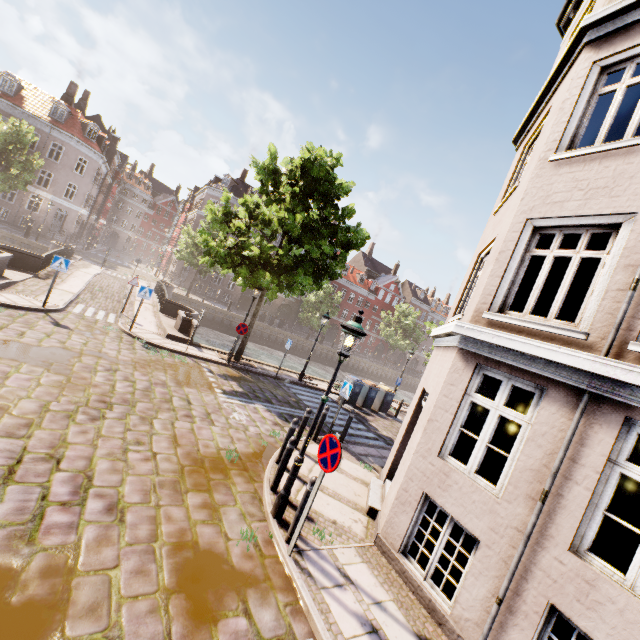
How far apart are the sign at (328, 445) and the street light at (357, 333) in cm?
52

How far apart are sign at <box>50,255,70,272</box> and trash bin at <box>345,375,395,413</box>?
14.0m

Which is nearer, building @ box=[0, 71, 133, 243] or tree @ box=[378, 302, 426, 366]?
building @ box=[0, 71, 133, 243]

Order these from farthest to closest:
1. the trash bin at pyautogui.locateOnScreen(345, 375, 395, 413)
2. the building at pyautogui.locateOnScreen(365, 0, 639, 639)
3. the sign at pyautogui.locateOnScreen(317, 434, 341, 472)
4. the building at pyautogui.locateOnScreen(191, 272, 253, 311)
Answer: the building at pyautogui.locateOnScreen(191, 272, 253, 311), the trash bin at pyautogui.locateOnScreen(345, 375, 395, 413), the sign at pyautogui.locateOnScreen(317, 434, 341, 472), the building at pyautogui.locateOnScreen(365, 0, 639, 639)

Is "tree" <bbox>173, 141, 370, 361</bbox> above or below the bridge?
above

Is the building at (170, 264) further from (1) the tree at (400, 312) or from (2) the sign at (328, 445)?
(2) the sign at (328, 445)

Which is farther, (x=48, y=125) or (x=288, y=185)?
(x=48, y=125)

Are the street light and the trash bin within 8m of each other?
no
